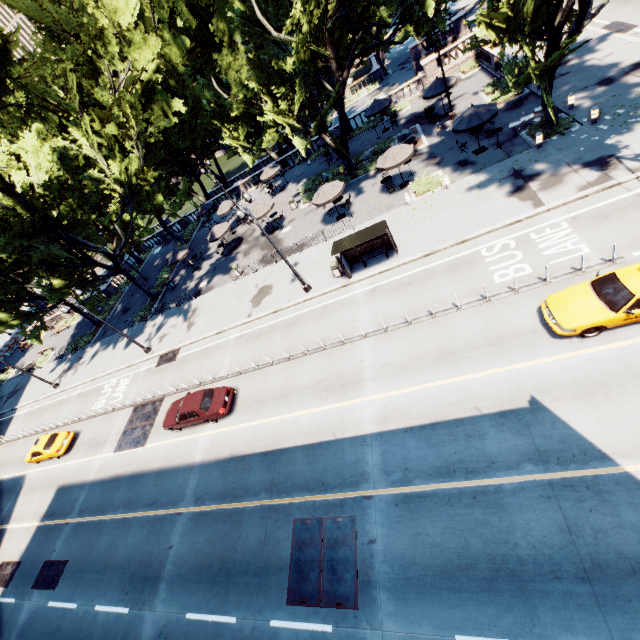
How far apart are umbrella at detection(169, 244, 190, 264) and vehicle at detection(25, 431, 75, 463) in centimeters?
1700cm

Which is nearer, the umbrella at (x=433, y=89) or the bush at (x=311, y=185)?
the umbrella at (x=433, y=89)

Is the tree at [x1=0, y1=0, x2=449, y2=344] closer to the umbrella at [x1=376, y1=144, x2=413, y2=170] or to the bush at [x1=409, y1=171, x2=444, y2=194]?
the umbrella at [x1=376, y1=144, x2=413, y2=170]

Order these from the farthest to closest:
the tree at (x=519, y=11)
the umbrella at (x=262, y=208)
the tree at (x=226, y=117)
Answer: the umbrella at (x=262, y=208), the tree at (x=226, y=117), the tree at (x=519, y=11)

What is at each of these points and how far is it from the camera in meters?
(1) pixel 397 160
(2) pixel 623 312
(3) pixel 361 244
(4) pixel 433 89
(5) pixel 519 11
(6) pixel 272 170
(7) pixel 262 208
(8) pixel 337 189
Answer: (1) umbrella, 21.9 m
(2) vehicle, 10.6 m
(3) bus stop, 19.5 m
(4) umbrella, 26.1 m
(5) tree, 13.2 m
(6) umbrella, 34.8 m
(7) umbrella, 28.9 m
(8) umbrella, 23.8 m

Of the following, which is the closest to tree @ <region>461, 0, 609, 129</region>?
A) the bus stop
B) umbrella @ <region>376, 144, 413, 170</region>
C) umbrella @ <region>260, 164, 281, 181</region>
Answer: umbrella @ <region>260, 164, 281, 181</region>

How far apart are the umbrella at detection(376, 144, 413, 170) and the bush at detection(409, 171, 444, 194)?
1.6m

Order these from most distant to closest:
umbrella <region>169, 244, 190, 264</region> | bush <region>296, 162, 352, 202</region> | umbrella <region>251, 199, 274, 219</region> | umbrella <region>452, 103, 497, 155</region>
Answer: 1. umbrella <region>169, 244, 190, 264</region>
2. bush <region>296, 162, 352, 202</region>
3. umbrella <region>251, 199, 274, 219</region>
4. umbrella <region>452, 103, 497, 155</region>
